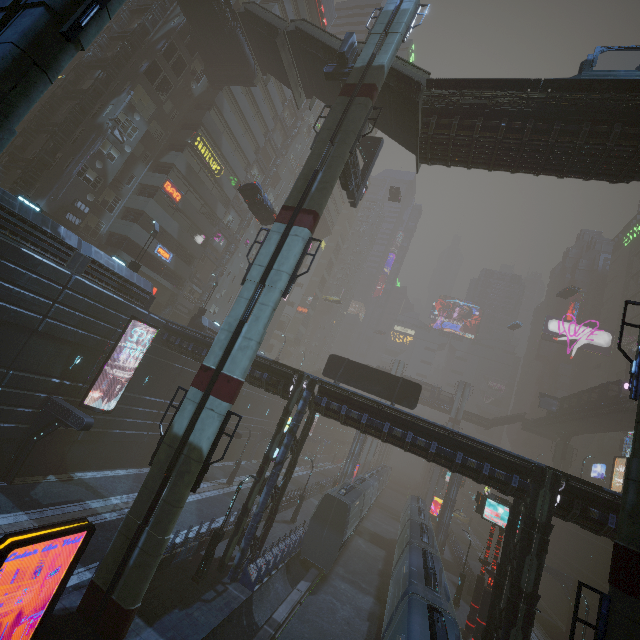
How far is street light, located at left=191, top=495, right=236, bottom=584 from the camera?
16.5m

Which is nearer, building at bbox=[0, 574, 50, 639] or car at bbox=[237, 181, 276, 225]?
building at bbox=[0, 574, 50, 639]

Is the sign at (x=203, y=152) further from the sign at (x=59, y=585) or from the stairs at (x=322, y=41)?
the sign at (x=59, y=585)

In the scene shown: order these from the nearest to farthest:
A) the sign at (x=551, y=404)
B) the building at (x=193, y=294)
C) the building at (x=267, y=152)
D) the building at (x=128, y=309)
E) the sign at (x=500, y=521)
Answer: the building at (x=128, y=309), the sign at (x=500, y=521), the building at (x=193, y=294), the building at (x=267, y=152), the sign at (x=551, y=404)

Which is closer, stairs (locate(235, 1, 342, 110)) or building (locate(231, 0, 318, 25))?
stairs (locate(235, 1, 342, 110))

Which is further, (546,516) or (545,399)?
(545,399)

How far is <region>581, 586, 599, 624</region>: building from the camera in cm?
2919

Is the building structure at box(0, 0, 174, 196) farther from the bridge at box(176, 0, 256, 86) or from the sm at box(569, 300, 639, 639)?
the sm at box(569, 300, 639, 639)
